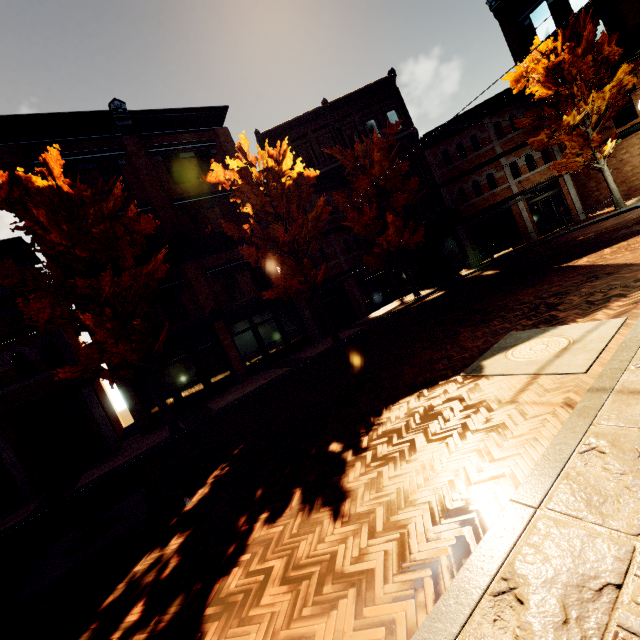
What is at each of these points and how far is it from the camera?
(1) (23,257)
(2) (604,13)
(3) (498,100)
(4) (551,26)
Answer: (1) building, 13.0 meters
(2) building, 17.5 meters
(3) building, 21.1 meters
(4) building, 19.4 meters

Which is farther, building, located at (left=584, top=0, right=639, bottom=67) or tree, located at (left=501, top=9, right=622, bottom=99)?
building, located at (left=584, top=0, right=639, bottom=67)

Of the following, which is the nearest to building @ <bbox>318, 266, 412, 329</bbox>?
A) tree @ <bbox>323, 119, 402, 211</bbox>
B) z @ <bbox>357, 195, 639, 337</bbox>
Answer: tree @ <bbox>323, 119, 402, 211</bbox>

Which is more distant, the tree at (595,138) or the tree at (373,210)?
the tree at (373,210)

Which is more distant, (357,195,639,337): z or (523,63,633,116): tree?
(523,63,633,116): tree

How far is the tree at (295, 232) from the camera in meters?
13.7 m

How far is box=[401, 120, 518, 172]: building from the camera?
21.34m

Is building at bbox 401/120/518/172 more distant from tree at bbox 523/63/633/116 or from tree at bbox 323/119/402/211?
tree at bbox 323/119/402/211
